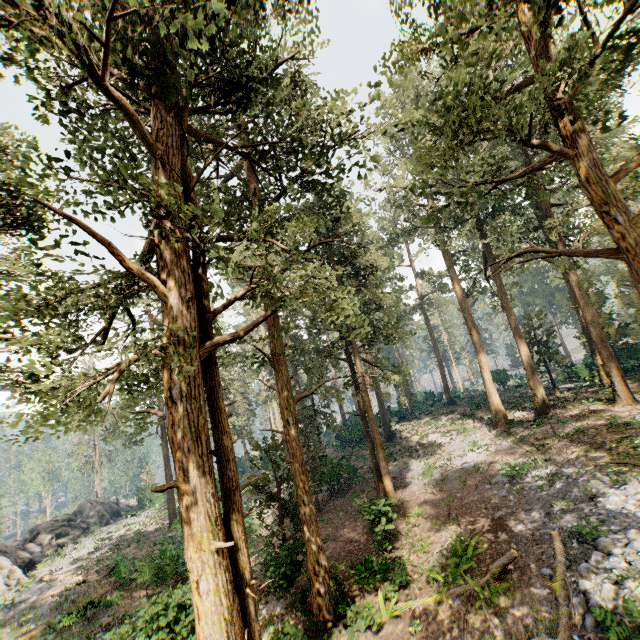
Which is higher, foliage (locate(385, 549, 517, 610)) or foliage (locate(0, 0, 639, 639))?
foliage (locate(0, 0, 639, 639))

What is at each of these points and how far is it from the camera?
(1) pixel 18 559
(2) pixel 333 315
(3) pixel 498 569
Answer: (1) rock, 29.31m
(2) foliage, 7.30m
(3) foliage, 10.93m

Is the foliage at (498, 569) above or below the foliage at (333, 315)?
below

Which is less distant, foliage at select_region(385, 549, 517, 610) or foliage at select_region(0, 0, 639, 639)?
foliage at select_region(0, 0, 639, 639)

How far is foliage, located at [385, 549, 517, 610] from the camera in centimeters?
1084cm

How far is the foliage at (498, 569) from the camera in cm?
1084

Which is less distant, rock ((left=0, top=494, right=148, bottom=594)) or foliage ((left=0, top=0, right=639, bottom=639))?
foliage ((left=0, top=0, right=639, bottom=639))

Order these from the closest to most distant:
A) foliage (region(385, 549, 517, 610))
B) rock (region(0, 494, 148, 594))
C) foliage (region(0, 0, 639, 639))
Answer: foliage (region(0, 0, 639, 639))
foliage (region(385, 549, 517, 610))
rock (region(0, 494, 148, 594))
